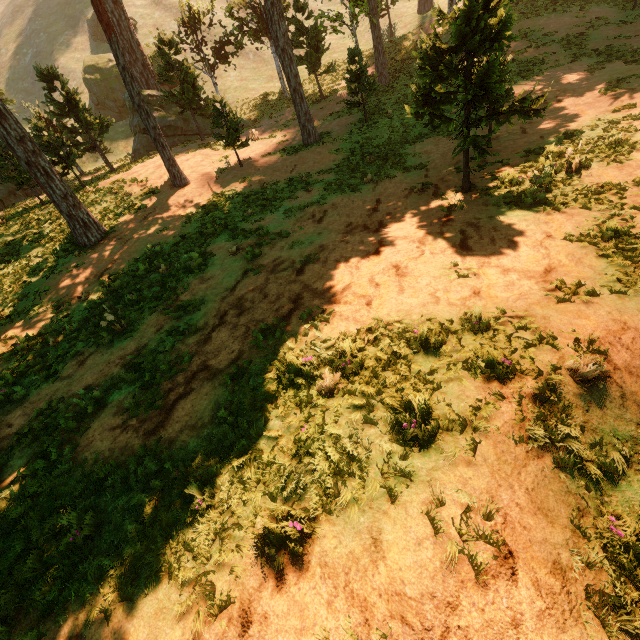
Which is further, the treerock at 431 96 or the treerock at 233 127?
the treerock at 233 127

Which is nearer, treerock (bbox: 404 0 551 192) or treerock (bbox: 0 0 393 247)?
treerock (bbox: 404 0 551 192)

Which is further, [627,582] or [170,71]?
[170,71]
